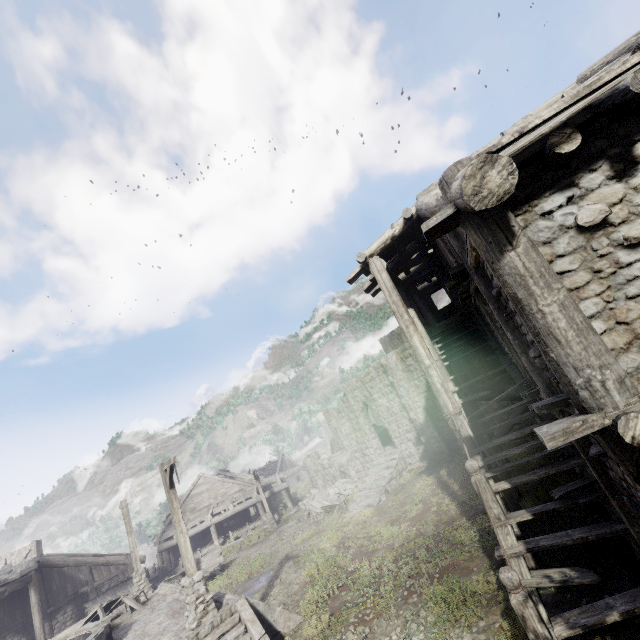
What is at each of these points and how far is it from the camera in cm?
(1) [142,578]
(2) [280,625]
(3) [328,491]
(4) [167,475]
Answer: (1) wooden lamp post, 1653
(2) stairs, 995
(3) rubble, 2641
(4) wooden lamp post, 1074

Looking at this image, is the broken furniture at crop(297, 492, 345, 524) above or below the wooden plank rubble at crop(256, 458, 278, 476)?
below

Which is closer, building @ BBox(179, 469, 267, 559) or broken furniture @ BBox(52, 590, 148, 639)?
broken furniture @ BBox(52, 590, 148, 639)

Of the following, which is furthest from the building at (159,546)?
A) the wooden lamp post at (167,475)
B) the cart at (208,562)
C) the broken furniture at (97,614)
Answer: the broken furniture at (97,614)

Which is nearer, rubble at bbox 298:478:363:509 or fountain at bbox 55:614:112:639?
fountain at bbox 55:614:112:639

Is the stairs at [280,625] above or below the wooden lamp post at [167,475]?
below

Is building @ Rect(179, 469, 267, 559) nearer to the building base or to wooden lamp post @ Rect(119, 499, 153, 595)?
the building base

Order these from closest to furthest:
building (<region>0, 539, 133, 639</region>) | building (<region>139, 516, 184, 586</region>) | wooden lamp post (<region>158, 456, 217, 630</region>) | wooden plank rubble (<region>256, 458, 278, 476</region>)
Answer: wooden lamp post (<region>158, 456, 217, 630</region>) → building (<region>0, 539, 133, 639</region>) → building (<region>139, 516, 184, 586</region>) → wooden plank rubble (<region>256, 458, 278, 476</region>)
